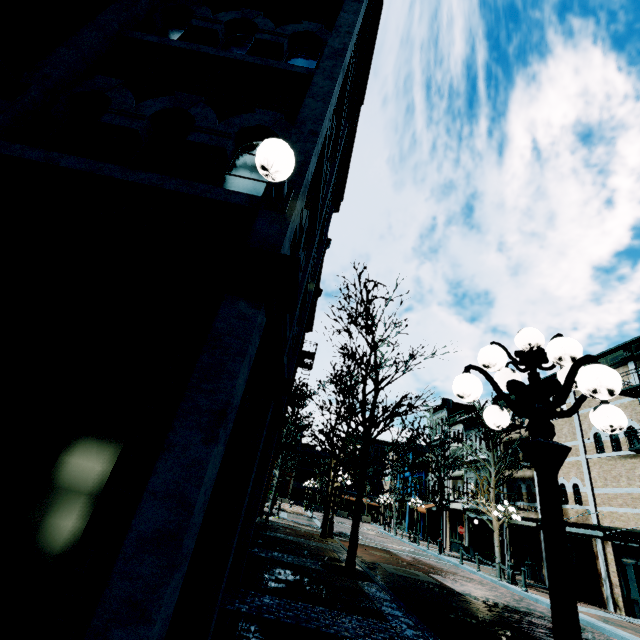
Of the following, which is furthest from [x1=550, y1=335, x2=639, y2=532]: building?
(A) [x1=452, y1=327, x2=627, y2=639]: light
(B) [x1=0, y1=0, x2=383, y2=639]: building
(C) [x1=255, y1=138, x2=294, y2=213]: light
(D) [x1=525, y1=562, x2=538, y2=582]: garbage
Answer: (B) [x1=0, y1=0, x2=383, y2=639]: building

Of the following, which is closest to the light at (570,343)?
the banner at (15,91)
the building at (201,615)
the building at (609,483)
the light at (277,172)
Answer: the light at (277,172)

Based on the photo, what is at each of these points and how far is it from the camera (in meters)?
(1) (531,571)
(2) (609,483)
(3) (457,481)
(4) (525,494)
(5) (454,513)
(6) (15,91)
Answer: (1) garbage, 19.00
(2) building, 16.27
(3) building, 31.19
(4) building, 21.81
(5) building, 30.02
(6) banner, 3.32

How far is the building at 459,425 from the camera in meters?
29.1

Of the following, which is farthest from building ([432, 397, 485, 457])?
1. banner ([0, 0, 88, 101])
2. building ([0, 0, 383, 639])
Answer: building ([0, 0, 383, 639])

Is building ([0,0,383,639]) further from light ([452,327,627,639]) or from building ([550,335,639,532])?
building ([550,335,639,532])

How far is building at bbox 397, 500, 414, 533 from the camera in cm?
3966

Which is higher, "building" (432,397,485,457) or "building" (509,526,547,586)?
"building" (432,397,485,457)
